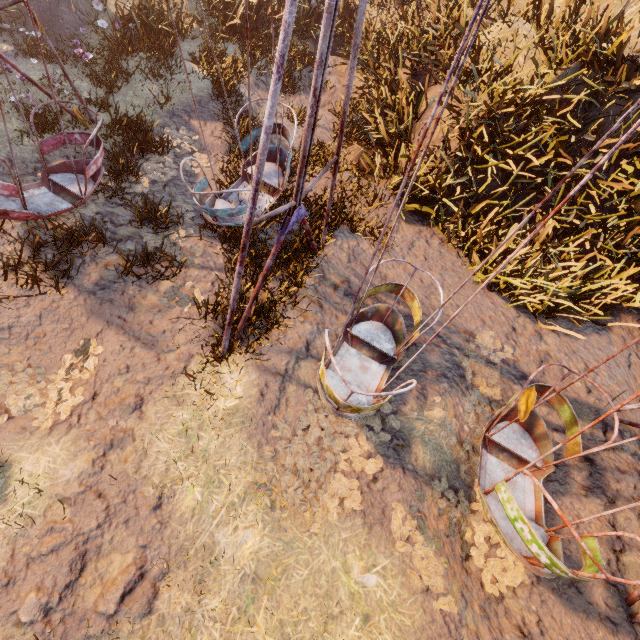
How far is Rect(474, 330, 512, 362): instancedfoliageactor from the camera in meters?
5.9 m

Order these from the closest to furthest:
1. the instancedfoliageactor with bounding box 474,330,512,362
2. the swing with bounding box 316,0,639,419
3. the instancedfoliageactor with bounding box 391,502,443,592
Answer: the swing with bounding box 316,0,639,419
the instancedfoliageactor with bounding box 391,502,443,592
the instancedfoliageactor with bounding box 474,330,512,362

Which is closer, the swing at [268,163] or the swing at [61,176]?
the swing at [268,163]

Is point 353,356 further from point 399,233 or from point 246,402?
point 399,233

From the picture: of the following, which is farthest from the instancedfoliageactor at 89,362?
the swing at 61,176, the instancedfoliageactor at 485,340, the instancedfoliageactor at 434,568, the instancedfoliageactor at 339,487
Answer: the instancedfoliageactor at 485,340

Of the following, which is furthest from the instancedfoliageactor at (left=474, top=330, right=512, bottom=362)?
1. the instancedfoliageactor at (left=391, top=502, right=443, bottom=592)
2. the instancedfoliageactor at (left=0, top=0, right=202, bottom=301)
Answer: the instancedfoliageactor at (left=0, top=0, right=202, bottom=301)

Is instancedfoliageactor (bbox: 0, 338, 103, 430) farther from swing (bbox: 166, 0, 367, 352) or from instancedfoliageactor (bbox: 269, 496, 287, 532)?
instancedfoliageactor (bbox: 269, 496, 287, 532)

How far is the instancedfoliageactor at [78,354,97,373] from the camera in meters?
4.3
